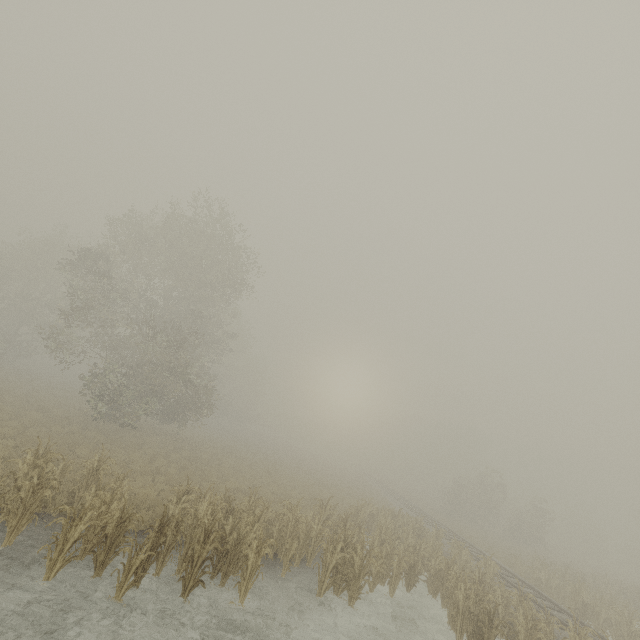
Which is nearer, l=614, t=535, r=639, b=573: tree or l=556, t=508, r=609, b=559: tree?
l=614, t=535, r=639, b=573: tree

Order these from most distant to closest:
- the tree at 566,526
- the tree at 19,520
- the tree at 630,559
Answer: the tree at 566,526 < the tree at 630,559 < the tree at 19,520

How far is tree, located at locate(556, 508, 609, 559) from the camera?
51.03m

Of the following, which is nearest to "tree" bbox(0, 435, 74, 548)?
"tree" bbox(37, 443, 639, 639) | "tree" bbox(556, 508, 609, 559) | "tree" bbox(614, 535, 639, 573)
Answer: "tree" bbox(37, 443, 639, 639)

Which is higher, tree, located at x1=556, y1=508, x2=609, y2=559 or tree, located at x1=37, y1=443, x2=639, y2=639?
tree, located at x1=556, y1=508, x2=609, y2=559

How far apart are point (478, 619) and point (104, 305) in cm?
2607

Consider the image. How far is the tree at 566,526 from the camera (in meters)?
51.03

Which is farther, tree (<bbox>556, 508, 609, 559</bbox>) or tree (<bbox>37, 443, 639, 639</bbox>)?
tree (<bbox>556, 508, 609, 559</bbox>)
